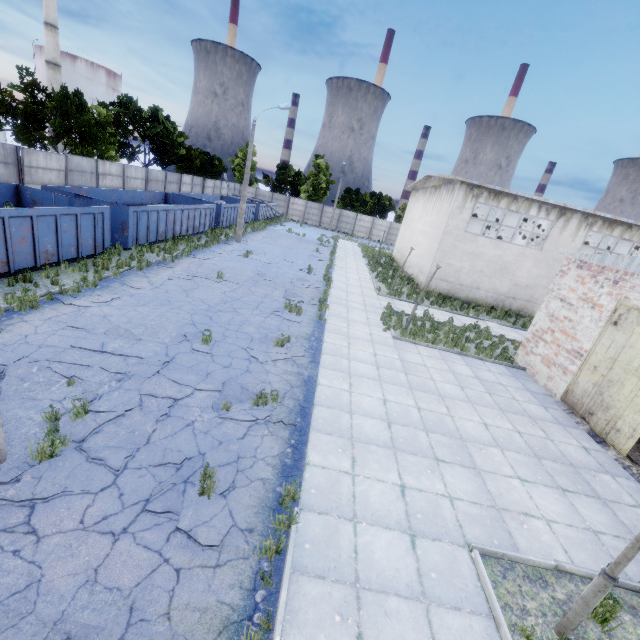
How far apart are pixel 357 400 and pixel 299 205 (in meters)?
50.10

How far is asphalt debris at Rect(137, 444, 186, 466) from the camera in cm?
560

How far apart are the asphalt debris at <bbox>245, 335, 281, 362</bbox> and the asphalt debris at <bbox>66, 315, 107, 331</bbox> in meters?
4.1

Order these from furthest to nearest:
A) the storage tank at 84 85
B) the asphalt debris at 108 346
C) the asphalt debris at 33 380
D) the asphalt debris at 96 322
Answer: the storage tank at 84 85 < the asphalt debris at 96 322 < the asphalt debris at 33 380 < the asphalt debris at 108 346

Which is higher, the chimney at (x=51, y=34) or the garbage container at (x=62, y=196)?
the chimney at (x=51, y=34)

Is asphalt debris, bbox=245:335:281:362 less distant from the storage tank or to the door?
the door

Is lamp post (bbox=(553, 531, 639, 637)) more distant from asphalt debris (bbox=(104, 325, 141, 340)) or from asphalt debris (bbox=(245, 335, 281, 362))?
asphalt debris (bbox=(104, 325, 141, 340))

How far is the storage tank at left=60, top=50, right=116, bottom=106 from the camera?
54.47m
